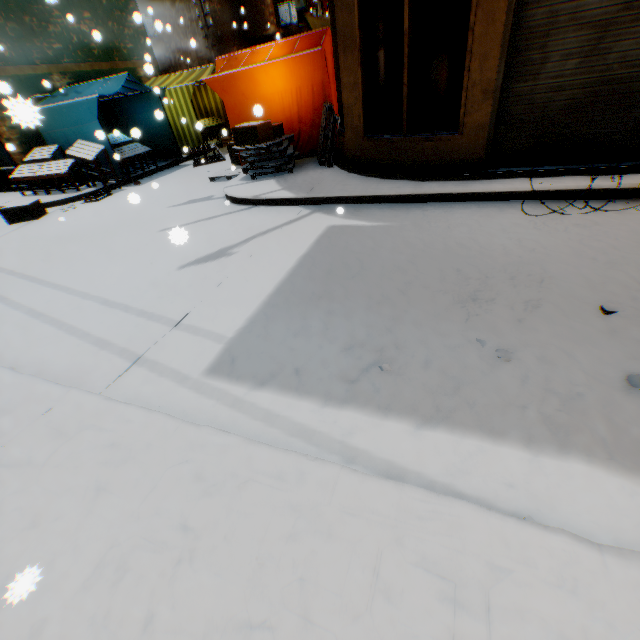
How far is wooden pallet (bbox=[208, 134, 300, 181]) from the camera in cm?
704

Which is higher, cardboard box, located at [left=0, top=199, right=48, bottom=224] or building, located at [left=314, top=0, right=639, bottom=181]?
building, located at [left=314, top=0, right=639, bottom=181]

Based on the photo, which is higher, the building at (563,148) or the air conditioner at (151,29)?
the air conditioner at (151,29)

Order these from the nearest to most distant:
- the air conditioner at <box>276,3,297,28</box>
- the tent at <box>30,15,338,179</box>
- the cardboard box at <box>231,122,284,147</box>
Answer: the cardboard box at <box>231,122,284,147</box> < the tent at <box>30,15,338,179</box> < the air conditioner at <box>276,3,297,28</box>

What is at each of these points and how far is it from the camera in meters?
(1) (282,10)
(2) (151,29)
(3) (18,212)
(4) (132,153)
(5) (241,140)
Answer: (1) air conditioner, 16.3 m
(2) air conditioner, 16.0 m
(3) cardboard box, 8.1 m
(4) table, 10.0 m
(5) cardboard box, 7.1 m

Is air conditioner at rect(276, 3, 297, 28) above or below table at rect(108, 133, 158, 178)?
above

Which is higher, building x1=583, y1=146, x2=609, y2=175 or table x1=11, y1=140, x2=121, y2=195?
table x1=11, y1=140, x2=121, y2=195

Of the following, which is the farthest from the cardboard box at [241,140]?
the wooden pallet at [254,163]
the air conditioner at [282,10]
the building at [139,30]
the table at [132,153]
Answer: the table at [132,153]
